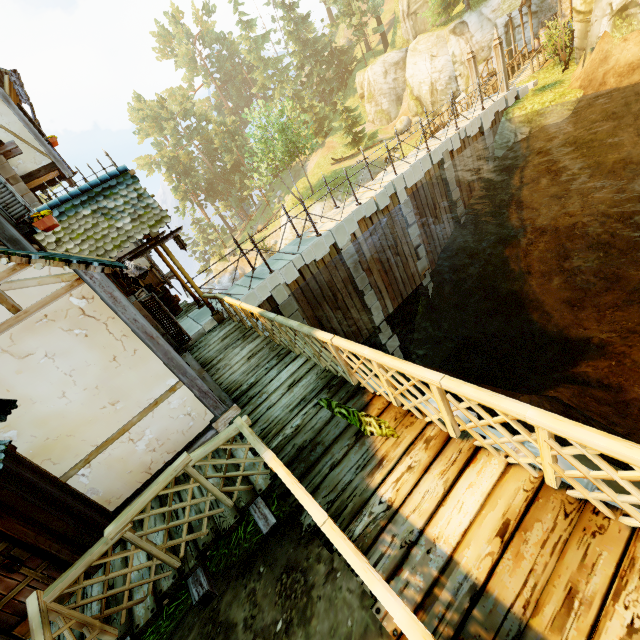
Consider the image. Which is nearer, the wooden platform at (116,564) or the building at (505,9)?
the wooden platform at (116,564)

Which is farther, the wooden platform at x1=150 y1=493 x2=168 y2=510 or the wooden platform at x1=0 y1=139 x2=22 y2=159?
the wooden platform at x1=0 y1=139 x2=22 y2=159

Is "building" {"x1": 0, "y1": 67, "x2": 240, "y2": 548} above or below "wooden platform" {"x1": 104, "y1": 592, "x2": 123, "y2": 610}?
above

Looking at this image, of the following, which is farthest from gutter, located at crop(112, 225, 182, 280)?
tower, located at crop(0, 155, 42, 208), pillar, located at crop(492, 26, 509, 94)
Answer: pillar, located at crop(492, 26, 509, 94)

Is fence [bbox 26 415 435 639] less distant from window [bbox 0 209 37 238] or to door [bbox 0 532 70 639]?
door [bbox 0 532 70 639]

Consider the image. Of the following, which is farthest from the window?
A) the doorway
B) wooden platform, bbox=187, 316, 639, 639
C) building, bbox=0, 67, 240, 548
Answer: wooden platform, bbox=187, 316, 639, 639

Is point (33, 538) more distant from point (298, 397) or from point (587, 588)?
point (587, 588)

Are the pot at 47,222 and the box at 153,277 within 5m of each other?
no
